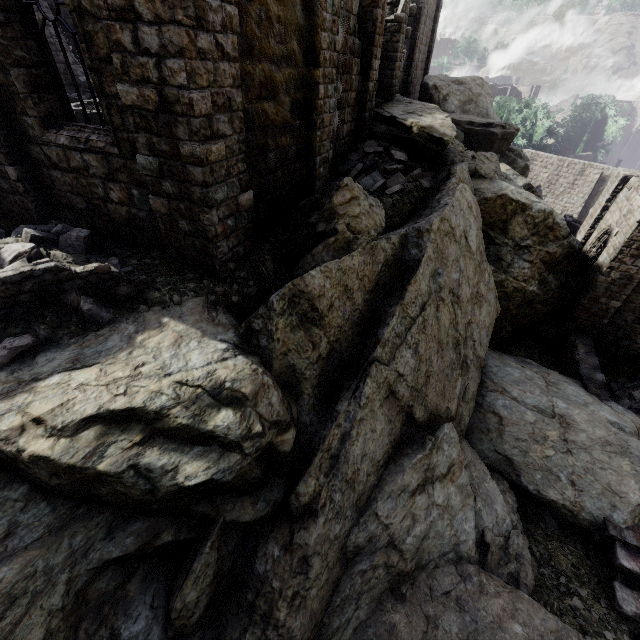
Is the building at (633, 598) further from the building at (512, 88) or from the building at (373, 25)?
the building at (373, 25)

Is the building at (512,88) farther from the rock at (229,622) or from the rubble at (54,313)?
the rubble at (54,313)

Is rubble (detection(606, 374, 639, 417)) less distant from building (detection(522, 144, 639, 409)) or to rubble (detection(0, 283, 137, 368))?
building (detection(522, 144, 639, 409))

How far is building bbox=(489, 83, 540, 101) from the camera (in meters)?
49.19

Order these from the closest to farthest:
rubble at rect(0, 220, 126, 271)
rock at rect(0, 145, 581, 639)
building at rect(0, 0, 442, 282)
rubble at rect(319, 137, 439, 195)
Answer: rock at rect(0, 145, 581, 639) → building at rect(0, 0, 442, 282) → rubble at rect(0, 220, 126, 271) → rubble at rect(319, 137, 439, 195)

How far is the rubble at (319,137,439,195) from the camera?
11.4m

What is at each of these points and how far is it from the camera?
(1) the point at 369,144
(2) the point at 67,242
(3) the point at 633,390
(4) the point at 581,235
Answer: (1) rubble, 13.0m
(2) rubble, 6.1m
(3) rubble, 14.0m
(4) building, 17.4m

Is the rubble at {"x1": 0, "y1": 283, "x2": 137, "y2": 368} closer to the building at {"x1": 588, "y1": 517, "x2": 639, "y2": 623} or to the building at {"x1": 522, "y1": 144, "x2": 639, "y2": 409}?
the building at {"x1": 522, "y1": 144, "x2": 639, "y2": 409}
